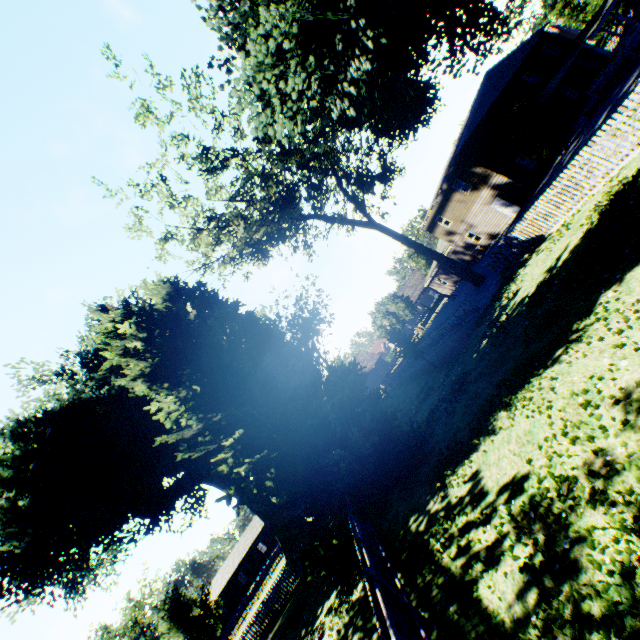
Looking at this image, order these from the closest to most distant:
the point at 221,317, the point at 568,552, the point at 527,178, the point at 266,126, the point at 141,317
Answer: the point at 568,552
the point at 221,317
the point at 141,317
the point at 266,126
the point at 527,178

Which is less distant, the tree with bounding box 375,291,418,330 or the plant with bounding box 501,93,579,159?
the plant with bounding box 501,93,579,159

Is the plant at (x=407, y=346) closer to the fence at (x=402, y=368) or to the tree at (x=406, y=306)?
the fence at (x=402, y=368)

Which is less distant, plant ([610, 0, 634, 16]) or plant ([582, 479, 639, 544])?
plant ([582, 479, 639, 544])

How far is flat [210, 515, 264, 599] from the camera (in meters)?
50.46

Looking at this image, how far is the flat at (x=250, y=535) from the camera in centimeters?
5046cm

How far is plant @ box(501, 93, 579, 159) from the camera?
21.6 meters

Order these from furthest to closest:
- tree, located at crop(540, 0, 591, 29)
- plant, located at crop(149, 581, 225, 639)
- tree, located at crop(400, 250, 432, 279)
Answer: tree, located at crop(400, 250, 432, 279)
tree, located at crop(540, 0, 591, 29)
plant, located at crop(149, 581, 225, 639)
